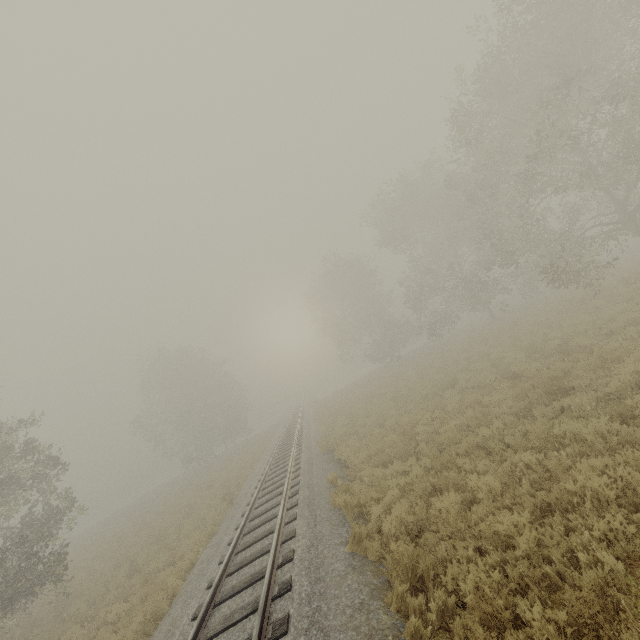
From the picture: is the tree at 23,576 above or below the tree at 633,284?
above

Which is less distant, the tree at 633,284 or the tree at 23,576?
the tree at 23,576

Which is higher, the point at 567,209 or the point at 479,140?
the point at 479,140

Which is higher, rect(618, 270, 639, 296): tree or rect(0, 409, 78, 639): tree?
rect(0, 409, 78, 639): tree

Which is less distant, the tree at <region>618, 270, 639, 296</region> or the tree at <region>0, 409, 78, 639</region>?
the tree at <region>0, 409, 78, 639</region>
